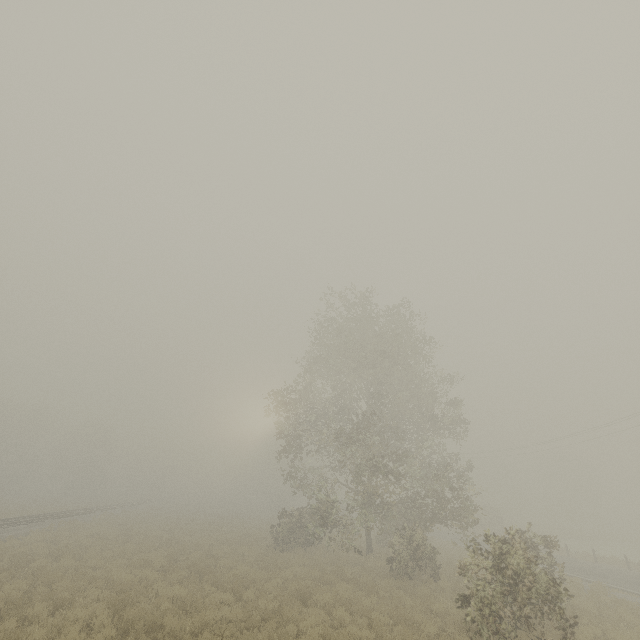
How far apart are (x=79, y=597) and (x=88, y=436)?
57.2m
